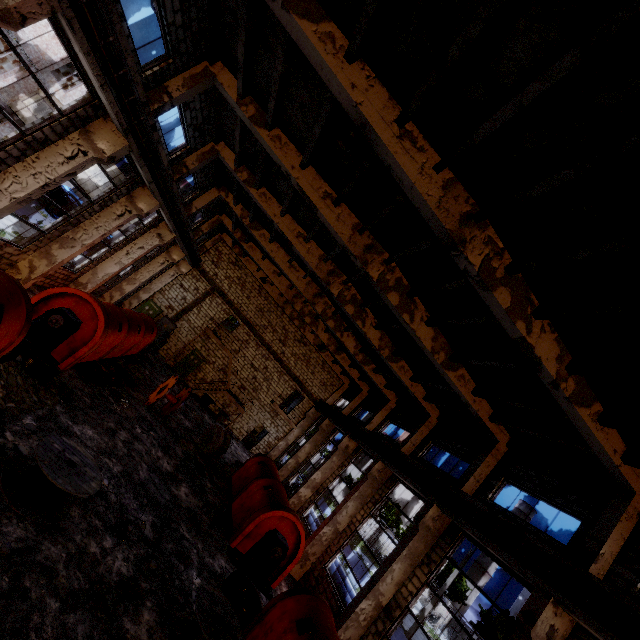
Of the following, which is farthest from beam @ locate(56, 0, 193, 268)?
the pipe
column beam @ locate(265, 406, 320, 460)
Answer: the pipe

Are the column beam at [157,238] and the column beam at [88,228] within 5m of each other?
yes

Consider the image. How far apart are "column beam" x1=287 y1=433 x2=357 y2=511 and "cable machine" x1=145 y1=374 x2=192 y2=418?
9.1 meters

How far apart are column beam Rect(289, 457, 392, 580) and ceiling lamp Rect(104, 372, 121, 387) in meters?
11.2 m

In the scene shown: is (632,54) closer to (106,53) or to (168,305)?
(106,53)

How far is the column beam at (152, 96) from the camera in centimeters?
1048cm

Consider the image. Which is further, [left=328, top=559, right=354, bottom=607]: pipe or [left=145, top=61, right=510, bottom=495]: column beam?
[left=328, top=559, right=354, bottom=607]: pipe

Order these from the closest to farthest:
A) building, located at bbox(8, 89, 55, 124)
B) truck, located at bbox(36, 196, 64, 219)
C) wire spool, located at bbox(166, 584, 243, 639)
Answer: wire spool, located at bbox(166, 584, 243, 639) < building, located at bbox(8, 89, 55, 124) < truck, located at bbox(36, 196, 64, 219)
